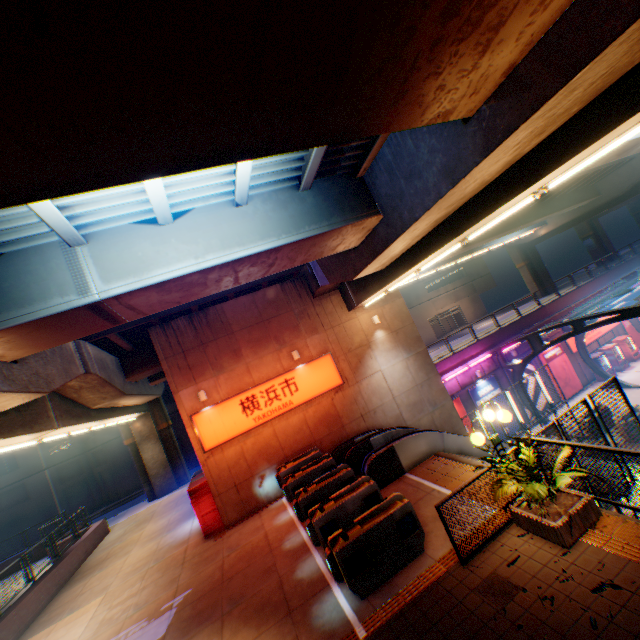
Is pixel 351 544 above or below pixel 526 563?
above

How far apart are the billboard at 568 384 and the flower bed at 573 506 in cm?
2136

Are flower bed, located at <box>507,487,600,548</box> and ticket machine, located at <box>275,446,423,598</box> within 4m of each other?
→ yes

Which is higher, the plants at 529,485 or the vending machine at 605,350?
the plants at 529,485

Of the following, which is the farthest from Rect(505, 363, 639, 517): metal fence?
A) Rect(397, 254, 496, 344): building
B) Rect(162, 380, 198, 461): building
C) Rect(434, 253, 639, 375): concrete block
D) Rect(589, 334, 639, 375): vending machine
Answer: Rect(397, 254, 496, 344): building

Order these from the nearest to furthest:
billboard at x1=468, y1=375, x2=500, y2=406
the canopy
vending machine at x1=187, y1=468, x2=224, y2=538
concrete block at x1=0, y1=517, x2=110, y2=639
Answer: concrete block at x1=0, y1=517, x2=110, y2=639, vending machine at x1=187, y1=468, x2=224, y2=538, the canopy, billboard at x1=468, y1=375, x2=500, y2=406

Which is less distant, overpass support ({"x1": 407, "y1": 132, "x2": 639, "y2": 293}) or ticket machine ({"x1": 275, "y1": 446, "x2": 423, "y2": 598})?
ticket machine ({"x1": 275, "y1": 446, "x2": 423, "y2": 598})

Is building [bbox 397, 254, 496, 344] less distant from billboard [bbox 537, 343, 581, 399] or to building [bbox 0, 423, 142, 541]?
building [bbox 0, 423, 142, 541]
